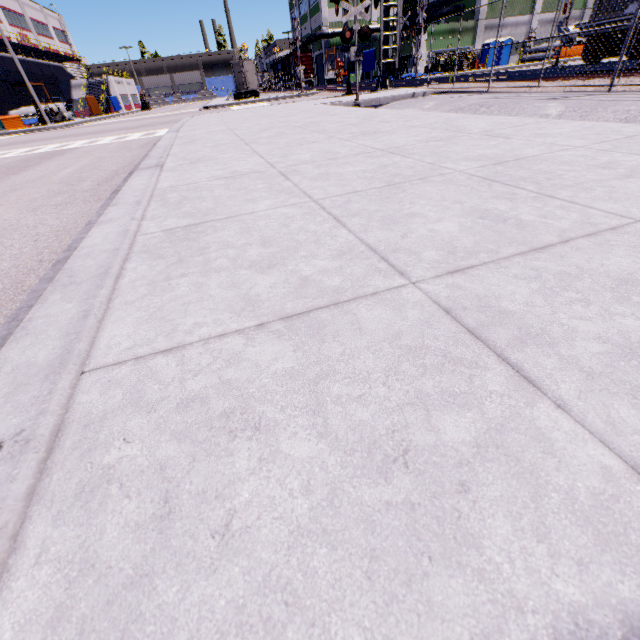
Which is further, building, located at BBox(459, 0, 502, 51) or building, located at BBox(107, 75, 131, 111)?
building, located at BBox(107, 75, 131, 111)

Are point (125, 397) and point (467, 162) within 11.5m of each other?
yes

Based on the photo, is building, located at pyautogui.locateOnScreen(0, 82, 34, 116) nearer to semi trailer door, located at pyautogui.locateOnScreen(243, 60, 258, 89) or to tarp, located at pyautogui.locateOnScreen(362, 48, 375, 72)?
tarp, located at pyautogui.locateOnScreen(362, 48, 375, 72)

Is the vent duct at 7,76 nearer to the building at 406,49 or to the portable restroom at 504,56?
the building at 406,49

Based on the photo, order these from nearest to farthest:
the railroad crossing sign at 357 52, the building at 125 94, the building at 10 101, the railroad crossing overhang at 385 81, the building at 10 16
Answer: the railroad crossing sign at 357 52 → the railroad crossing overhang at 385 81 → the building at 10 101 → the building at 10 16 → the building at 125 94

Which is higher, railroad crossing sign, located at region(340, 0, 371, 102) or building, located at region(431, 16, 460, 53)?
building, located at region(431, 16, 460, 53)

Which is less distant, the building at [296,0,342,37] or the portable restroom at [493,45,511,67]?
the portable restroom at [493,45,511,67]

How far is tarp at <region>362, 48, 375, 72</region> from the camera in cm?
3569
